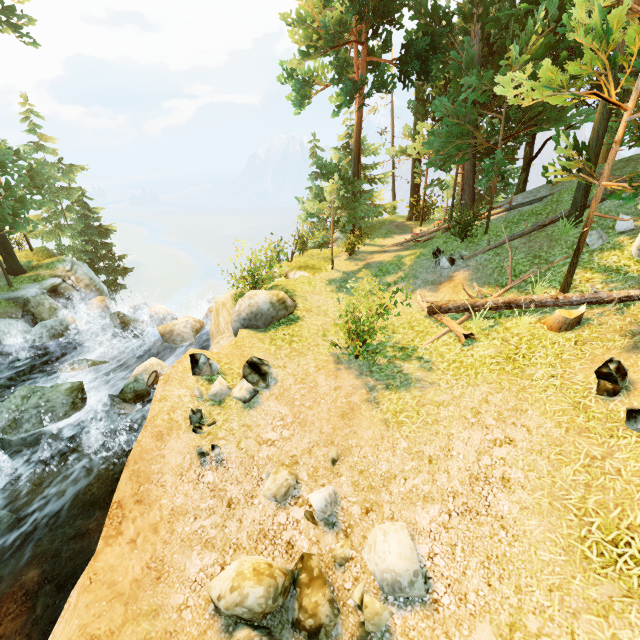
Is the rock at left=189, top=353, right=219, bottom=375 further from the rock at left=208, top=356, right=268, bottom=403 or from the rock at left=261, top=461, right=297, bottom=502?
the rock at left=261, top=461, right=297, bottom=502

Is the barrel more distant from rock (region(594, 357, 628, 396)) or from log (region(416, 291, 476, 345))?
rock (region(594, 357, 628, 396))

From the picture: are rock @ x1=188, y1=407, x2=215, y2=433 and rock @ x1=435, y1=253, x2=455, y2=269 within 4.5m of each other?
no

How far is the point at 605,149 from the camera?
16.83m

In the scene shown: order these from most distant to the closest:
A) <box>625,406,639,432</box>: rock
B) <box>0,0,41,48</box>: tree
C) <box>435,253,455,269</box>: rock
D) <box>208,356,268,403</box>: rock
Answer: <box>0,0,41,48</box>: tree → <box>435,253,455,269</box>: rock → <box>208,356,268,403</box>: rock → <box>625,406,639,432</box>: rock

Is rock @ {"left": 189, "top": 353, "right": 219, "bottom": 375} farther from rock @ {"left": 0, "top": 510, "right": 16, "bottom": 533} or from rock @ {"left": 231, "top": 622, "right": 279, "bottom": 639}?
rock @ {"left": 0, "top": 510, "right": 16, "bottom": 533}

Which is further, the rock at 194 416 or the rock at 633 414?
the rock at 194 416

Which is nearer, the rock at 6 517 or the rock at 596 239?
the rock at 6 517
